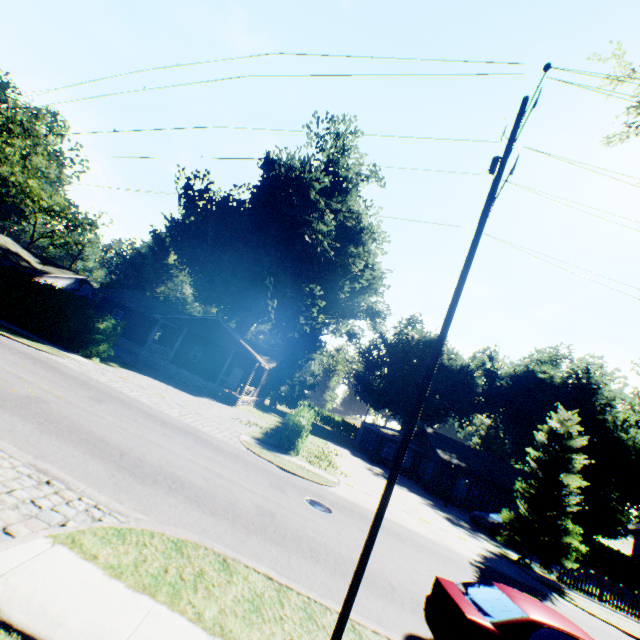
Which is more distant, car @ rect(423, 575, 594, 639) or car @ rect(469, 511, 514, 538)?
car @ rect(469, 511, 514, 538)

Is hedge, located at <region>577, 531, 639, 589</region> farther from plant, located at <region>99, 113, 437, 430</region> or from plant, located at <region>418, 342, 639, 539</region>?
plant, located at <region>99, 113, 437, 430</region>

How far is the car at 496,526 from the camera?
22.0 meters

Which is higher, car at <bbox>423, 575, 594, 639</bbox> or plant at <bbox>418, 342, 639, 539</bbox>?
plant at <bbox>418, 342, 639, 539</bbox>

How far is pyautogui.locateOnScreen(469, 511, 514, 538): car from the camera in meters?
22.0 m

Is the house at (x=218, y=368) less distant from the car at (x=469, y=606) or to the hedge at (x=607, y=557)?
the car at (x=469, y=606)

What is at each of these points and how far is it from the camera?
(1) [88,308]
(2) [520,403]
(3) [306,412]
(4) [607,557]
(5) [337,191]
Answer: (1) hedge, 20.6 meters
(2) plant, 42.2 meters
(3) hedge, 25.5 meters
(4) hedge, 31.2 meters
(5) plant, 35.3 meters

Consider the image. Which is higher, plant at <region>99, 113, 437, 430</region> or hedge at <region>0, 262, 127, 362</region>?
plant at <region>99, 113, 437, 430</region>
